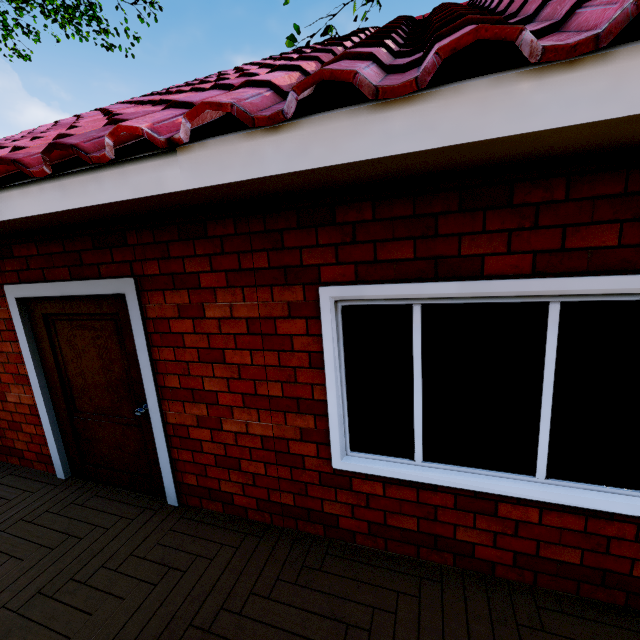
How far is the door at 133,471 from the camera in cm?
303

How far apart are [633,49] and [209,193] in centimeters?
181cm

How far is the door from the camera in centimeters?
Answer: 303cm
